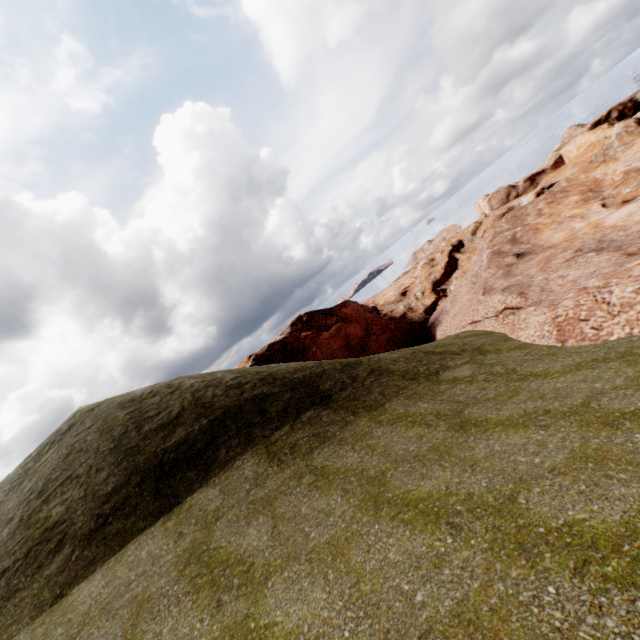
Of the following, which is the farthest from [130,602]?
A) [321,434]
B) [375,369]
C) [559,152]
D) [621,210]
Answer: [559,152]
